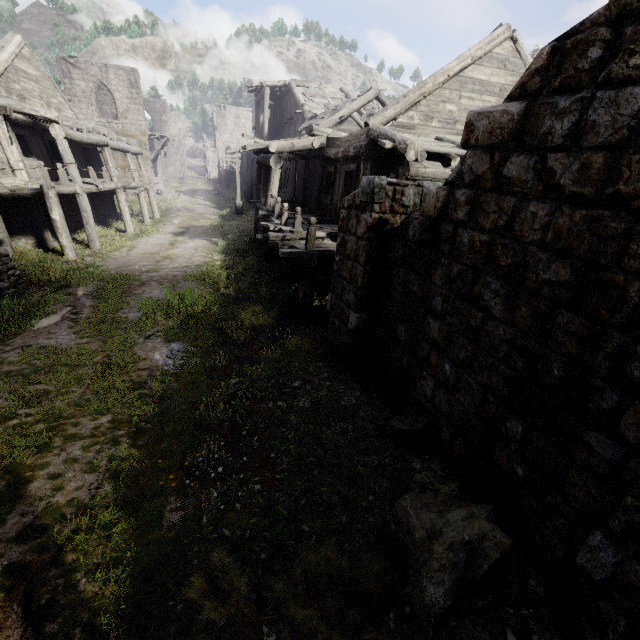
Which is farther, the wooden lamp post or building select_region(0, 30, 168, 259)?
building select_region(0, 30, 168, 259)

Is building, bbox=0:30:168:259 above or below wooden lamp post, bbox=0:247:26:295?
above

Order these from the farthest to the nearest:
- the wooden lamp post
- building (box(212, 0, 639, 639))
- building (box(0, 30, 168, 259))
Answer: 1. building (box(0, 30, 168, 259))
2. the wooden lamp post
3. building (box(212, 0, 639, 639))

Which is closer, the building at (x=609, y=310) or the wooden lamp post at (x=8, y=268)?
the building at (x=609, y=310)

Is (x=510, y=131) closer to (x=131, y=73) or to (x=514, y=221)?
(x=514, y=221)

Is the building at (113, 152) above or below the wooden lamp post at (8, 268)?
above

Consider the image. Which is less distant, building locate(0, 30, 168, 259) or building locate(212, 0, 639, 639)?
building locate(212, 0, 639, 639)
